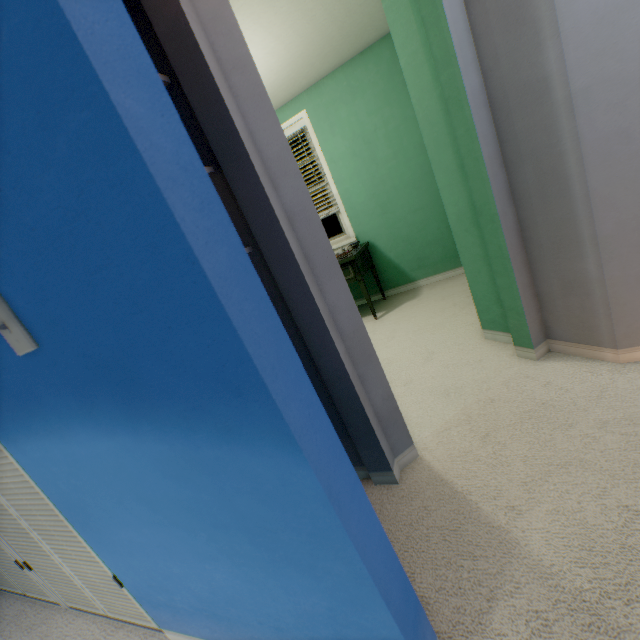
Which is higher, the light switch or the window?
the light switch

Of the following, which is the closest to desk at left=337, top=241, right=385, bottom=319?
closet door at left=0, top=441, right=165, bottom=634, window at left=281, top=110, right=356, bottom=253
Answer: window at left=281, top=110, right=356, bottom=253

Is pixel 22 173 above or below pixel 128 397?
above

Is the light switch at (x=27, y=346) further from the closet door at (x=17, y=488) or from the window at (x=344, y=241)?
the window at (x=344, y=241)

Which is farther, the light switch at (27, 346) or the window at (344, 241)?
the window at (344, 241)

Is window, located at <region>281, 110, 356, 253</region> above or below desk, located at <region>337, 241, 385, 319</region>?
→ above

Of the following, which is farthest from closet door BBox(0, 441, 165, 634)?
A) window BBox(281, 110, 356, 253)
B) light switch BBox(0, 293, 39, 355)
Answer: window BBox(281, 110, 356, 253)
